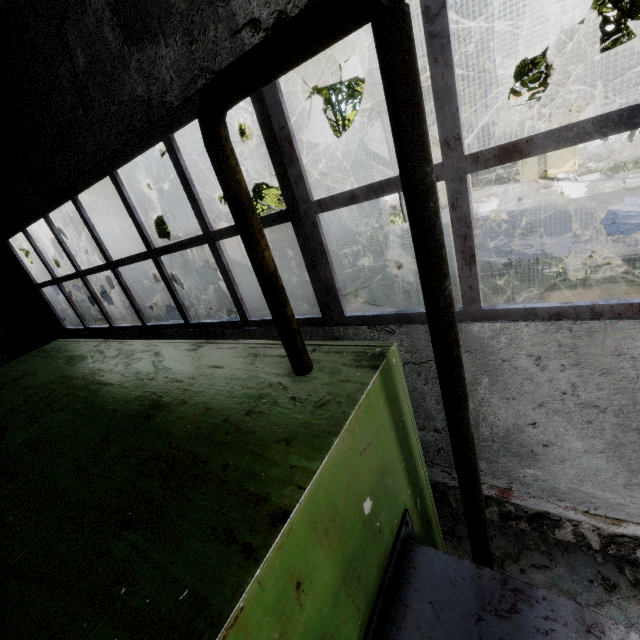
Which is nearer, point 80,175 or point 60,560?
point 60,560

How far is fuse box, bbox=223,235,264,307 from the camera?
13.77m

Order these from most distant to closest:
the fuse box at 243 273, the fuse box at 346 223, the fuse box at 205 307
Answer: the fuse box at 346 223, the fuse box at 243 273, the fuse box at 205 307

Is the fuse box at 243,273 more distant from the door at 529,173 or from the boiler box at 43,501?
the door at 529,173

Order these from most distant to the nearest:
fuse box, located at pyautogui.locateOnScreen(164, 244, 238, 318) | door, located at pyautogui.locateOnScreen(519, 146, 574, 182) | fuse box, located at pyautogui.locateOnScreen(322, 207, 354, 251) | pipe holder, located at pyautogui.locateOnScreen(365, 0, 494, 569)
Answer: fuse box, located at pyautogui.locateOnScreen(322, 207, 354, 251) → door, located at pyautogui.locateOnScreen(519, 146, 574, 182) → fuse box, located at pyautogui.locateOnScreen(164, 244, 238, 318) → pipe holder, located at pyautogui.locateOnScreen(365, 0, 494, 569)

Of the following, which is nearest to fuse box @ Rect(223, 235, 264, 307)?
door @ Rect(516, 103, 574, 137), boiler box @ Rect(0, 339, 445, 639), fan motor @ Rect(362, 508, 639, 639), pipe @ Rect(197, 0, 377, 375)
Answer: pipe @ Rect(197, 0, 377, 375)

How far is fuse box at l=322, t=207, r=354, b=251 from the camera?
20.2m
